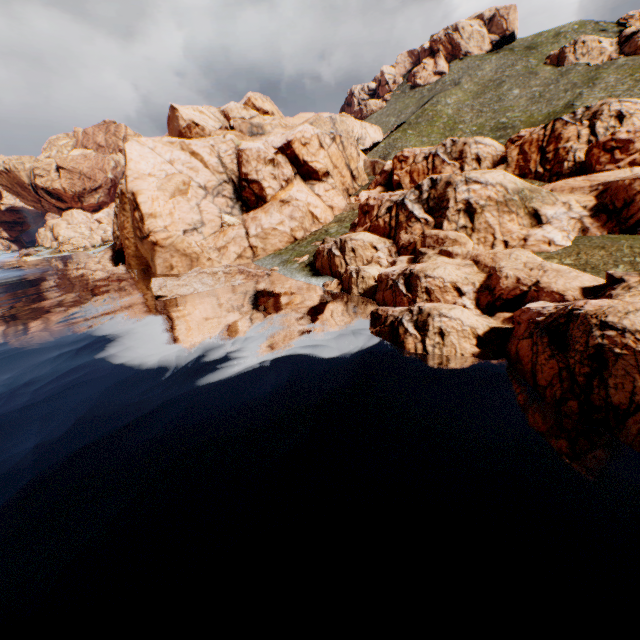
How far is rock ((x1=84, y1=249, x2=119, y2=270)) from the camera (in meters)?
56.66

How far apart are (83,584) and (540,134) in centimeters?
5903cm

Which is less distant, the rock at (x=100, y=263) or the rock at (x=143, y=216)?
the rock at (x=143, y=216)

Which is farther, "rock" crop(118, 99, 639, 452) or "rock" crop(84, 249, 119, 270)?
"rock" crop(84, 249, 119, 270)

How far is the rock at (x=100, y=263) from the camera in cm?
5666
